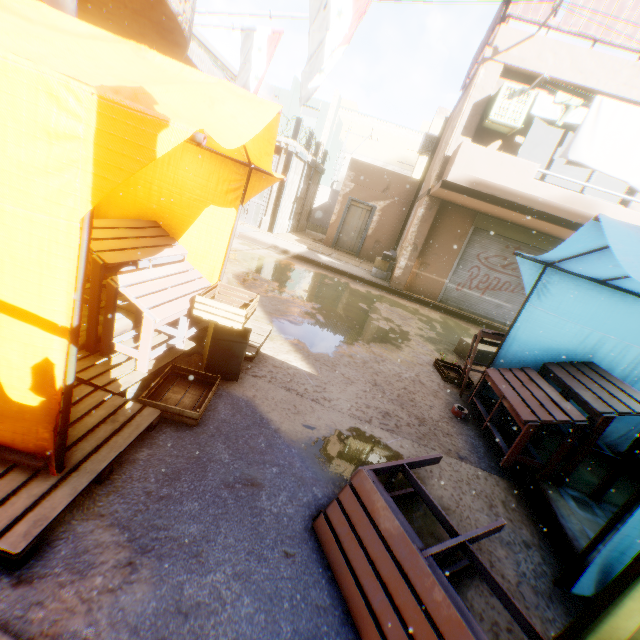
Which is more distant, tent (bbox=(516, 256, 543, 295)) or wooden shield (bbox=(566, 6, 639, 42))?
wooden shield (bbox=(566, 6, 639, 42))

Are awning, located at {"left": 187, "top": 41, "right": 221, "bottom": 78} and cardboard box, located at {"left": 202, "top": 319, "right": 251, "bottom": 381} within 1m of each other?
no

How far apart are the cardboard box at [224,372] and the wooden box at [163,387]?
0.1m

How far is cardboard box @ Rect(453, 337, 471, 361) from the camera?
6.91m

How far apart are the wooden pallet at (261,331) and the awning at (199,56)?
13.3m

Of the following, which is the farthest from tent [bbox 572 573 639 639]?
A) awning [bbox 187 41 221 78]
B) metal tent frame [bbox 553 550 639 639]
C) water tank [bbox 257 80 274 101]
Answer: awning [bbox 187 41 221 78]

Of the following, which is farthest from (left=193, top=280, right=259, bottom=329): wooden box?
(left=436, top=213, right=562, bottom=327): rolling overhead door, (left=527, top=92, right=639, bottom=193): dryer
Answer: (left=527, top=92, right=639, bottom=193): dryer

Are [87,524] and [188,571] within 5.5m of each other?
yes
